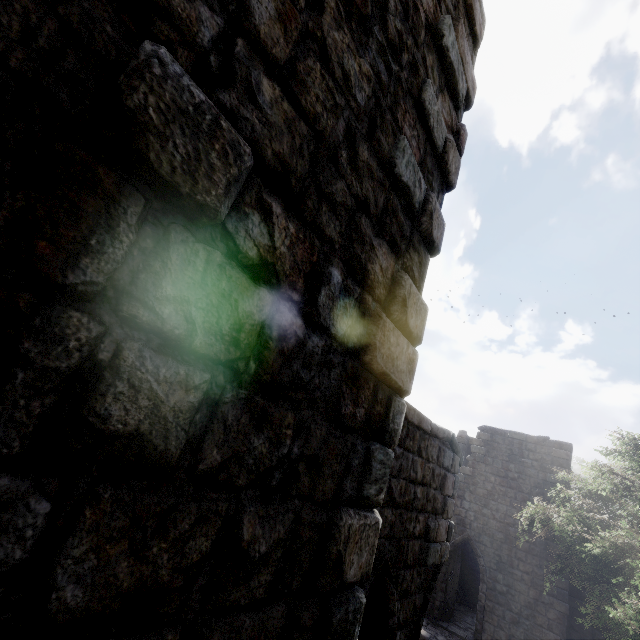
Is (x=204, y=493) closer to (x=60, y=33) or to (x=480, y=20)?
(x=60, y=33)
